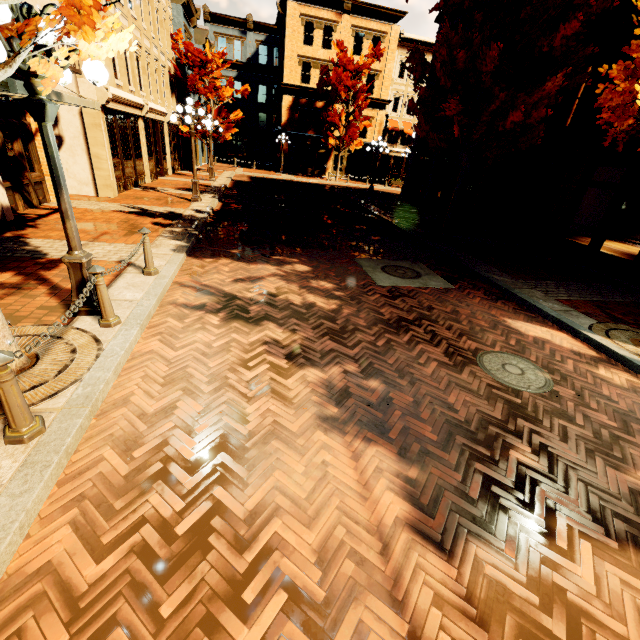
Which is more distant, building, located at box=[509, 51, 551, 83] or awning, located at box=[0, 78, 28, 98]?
building, located at box=[509, 51, 551, 83]

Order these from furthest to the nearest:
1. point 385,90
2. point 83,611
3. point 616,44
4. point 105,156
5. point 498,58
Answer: point 385,90, point 105,156, point 498,58, point 616,44, point 83,611

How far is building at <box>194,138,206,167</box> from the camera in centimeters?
Result: 2845cm

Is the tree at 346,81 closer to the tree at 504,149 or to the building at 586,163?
the tree at 504,149

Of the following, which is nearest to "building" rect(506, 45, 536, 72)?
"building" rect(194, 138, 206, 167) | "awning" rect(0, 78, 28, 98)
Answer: "awning" rect(0, 78, 28, 98)

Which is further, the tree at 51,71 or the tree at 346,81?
the tree at 346,81

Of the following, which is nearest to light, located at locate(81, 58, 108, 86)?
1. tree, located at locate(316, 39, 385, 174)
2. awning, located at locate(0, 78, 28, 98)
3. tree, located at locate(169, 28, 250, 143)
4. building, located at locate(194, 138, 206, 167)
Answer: awning, located at locate(0, 78, 28, 98)

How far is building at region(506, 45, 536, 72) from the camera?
13.0m
